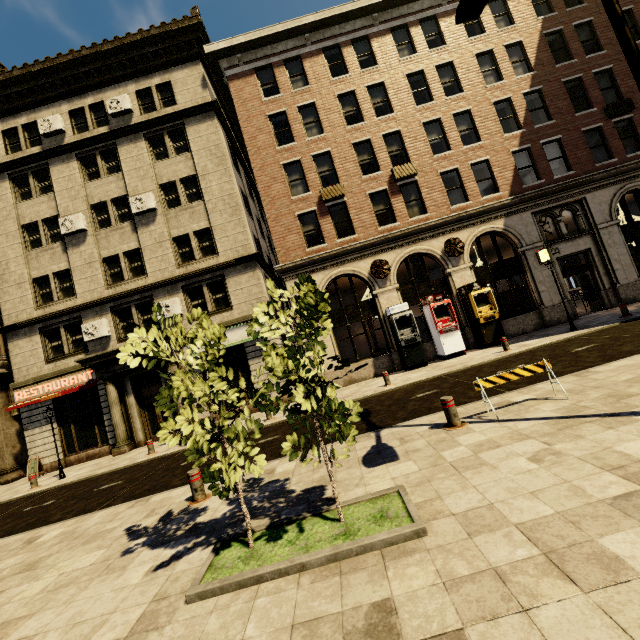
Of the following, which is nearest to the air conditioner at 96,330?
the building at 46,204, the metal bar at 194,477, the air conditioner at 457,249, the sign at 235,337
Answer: the building at 46,204

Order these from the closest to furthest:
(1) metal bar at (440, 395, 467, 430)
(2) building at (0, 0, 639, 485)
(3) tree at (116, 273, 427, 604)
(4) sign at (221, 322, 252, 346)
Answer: (3) tree at (116, 273, 427, 604) < (1) metal bar at (440, 395, 467, 430) < (4) sign at (221, 322, 252, 346) < (2) building at (0, 0, 639, 485)

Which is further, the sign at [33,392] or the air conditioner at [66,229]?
the air conditioner at [66,229]

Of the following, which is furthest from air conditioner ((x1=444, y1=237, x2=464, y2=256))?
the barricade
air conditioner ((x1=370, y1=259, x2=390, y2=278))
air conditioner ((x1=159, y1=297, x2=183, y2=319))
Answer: air conditioner ((x1=159, y1=297, x2=183, y2=319))

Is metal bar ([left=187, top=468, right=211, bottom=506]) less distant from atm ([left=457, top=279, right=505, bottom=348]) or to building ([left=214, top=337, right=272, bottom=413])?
building ([left=214, top=337, right=272, bottom=413])

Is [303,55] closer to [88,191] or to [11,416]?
[88,191]

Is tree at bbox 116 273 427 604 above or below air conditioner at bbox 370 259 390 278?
below

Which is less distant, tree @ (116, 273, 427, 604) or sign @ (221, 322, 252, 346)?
tree @ (116, 273, 427, 604)
